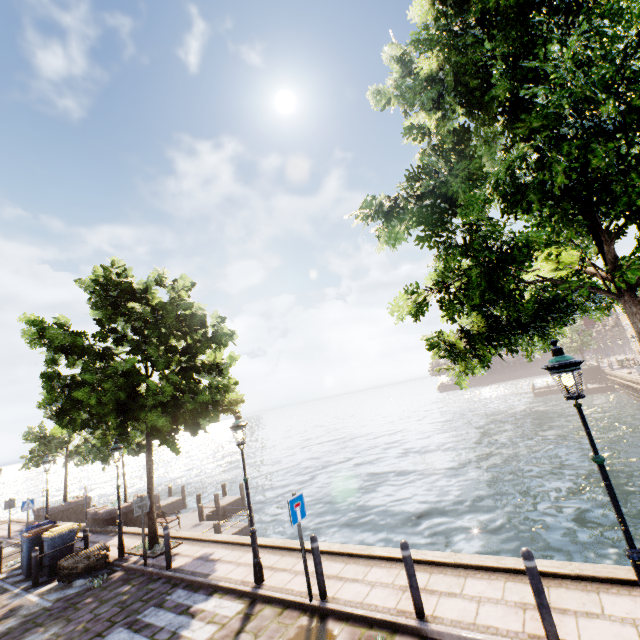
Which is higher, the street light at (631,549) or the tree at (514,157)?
the tree at (514,157)

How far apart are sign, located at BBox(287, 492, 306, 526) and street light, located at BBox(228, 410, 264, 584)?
1.7m

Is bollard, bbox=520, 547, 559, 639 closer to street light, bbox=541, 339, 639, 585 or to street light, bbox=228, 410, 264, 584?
street light, bbox=541, 339, 639, 585

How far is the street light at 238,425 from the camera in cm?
744

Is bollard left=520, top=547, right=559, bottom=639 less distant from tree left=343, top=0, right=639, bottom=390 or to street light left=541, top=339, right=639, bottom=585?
street light left=541, top=339, right=639, bottom=585

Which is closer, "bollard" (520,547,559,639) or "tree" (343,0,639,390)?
"tree" (343,0,639,390)

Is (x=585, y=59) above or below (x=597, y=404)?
above

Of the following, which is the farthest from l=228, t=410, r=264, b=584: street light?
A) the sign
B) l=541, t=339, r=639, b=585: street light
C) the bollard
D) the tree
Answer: l=541, t=339, r=639, b=585: street light
